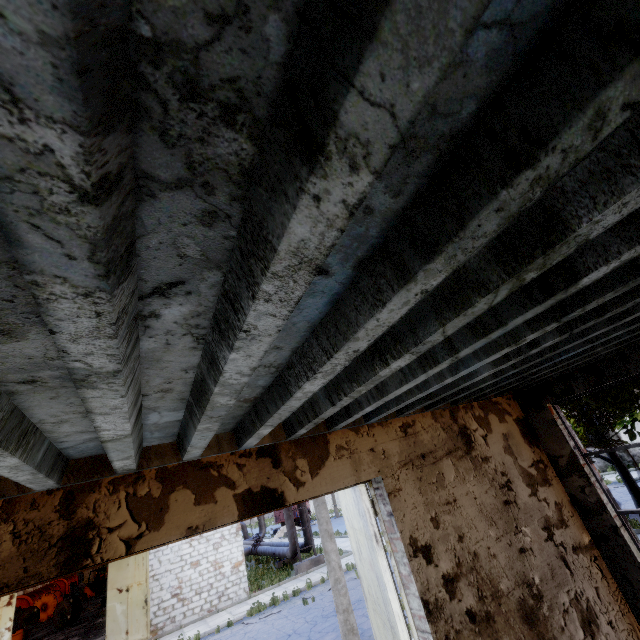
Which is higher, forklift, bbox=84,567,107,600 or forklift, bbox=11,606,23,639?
forklift, bbox=11,606,23,639

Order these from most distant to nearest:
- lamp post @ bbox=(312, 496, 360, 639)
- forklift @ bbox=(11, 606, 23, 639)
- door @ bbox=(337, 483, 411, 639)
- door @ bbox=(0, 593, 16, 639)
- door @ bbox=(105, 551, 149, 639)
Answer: forklift @ bbox=(11, 606, 23, 639), door @ bbox=(105, 551, 149, 639), door @ bbox=(0, 593, 16, 639), lamp post @ bbox=(312, 496, 360, 639), door @ bbox=(337, 483, 411, 639)

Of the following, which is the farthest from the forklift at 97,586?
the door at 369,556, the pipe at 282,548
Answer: the door at 369,556

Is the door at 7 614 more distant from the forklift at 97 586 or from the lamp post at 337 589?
the forklift at 97 586

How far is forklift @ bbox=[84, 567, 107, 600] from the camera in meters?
31.7 m

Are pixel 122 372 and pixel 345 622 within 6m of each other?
no

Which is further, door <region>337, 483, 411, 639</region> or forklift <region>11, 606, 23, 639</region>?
forklift <region>11, 606, 23, 639</region>

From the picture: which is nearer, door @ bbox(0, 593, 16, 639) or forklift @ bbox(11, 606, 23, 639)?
door @ bbox(0, 593, 16, 639)
